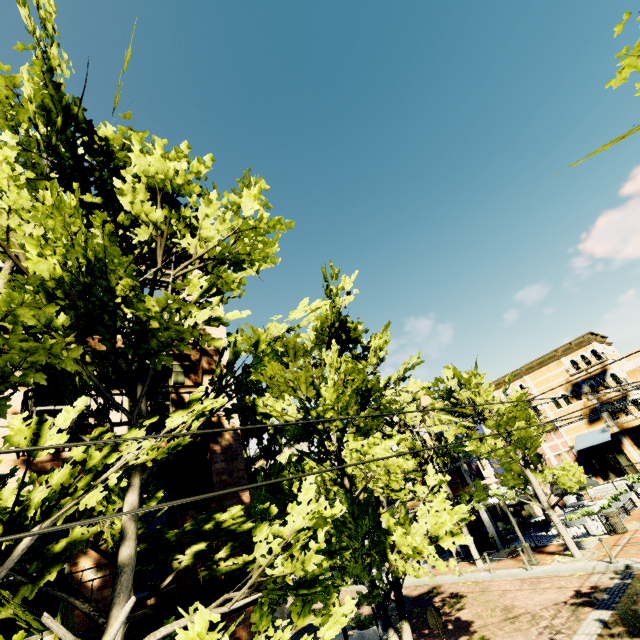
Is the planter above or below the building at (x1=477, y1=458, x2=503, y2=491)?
below

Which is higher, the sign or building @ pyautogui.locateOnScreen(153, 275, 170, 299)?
building @ pyautogui.locateOnScreen(153, 275, 170, 299)

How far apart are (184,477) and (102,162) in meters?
6.5

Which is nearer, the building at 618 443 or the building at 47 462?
the building at 47 462

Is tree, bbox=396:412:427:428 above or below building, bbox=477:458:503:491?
above

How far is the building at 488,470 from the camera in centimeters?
2292cm

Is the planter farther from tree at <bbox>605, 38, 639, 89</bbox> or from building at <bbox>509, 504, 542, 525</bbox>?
Answer: building at <bbox>509, 504, 542, 525</bbox>

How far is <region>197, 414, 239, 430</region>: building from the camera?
7.50m
